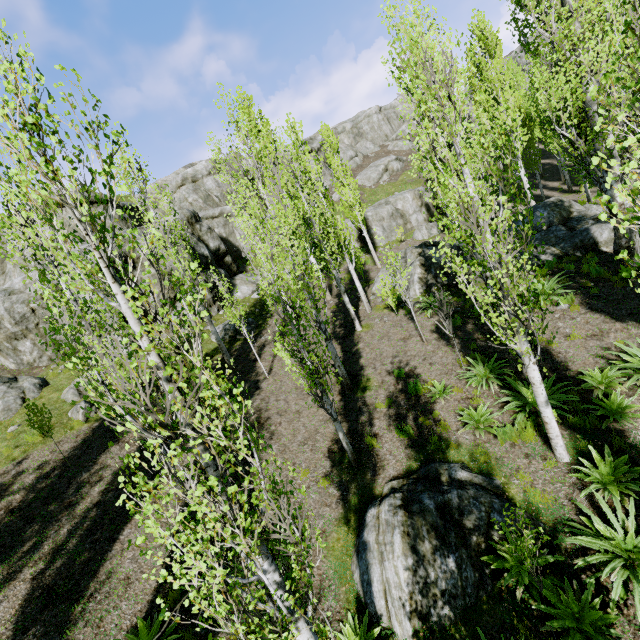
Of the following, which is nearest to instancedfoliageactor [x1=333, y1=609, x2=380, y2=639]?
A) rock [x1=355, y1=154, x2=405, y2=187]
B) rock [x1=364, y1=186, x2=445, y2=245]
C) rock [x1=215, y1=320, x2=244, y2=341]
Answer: rock [x1=364, y1=186, x2=445, y2=245]

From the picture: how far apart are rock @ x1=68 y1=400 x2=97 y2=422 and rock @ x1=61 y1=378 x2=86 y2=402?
0.4 meters

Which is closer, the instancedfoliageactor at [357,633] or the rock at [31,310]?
the instancedfoliageactor at [357,633]

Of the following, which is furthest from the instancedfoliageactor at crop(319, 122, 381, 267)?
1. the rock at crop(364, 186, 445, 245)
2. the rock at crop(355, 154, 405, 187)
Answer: the rock at crop(355, 154, 405, 187)

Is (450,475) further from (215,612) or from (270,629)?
(215,612)

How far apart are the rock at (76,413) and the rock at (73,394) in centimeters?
36cm

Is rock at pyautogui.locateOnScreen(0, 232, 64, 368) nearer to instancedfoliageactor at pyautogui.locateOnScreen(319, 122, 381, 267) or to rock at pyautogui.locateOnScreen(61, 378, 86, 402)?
instancedfoliageactor at pyautogui.locateOnScreen(319, 122, 381, 267)

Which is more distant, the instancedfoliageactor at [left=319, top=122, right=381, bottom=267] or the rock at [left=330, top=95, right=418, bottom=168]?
the rock at [left=330, top=95, right=418, bottom=168]
